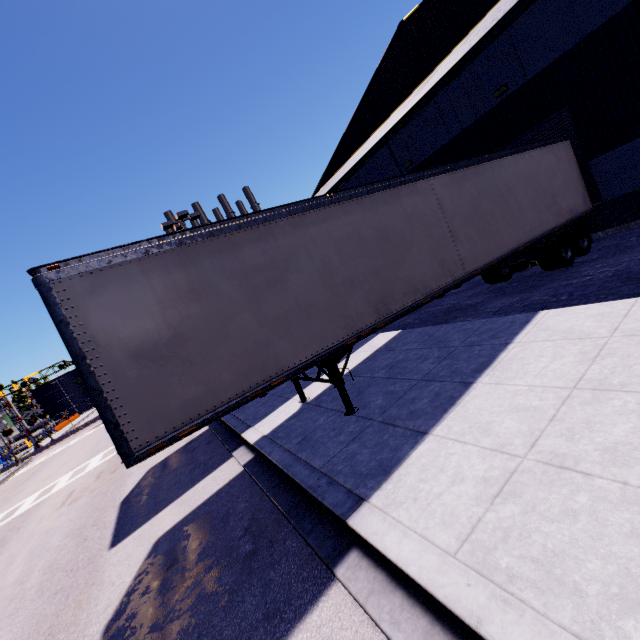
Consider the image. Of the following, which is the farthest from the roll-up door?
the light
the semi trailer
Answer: the light

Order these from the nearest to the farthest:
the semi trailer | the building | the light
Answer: the semi trailer
the building
the light

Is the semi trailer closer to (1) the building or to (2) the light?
(1) the building

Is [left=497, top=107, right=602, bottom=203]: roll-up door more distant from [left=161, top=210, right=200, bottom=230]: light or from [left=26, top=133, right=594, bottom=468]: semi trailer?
[left=161, top=210, right=200, bottom=230]: light

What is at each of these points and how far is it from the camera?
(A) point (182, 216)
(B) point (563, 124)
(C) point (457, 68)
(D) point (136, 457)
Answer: (A) light, 19.4 meters
(B) roll-up door, 11.3 meters
(C) building, 7.4 meters
(D) semi trailer, 4.3 meters

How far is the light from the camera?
19.2 meters

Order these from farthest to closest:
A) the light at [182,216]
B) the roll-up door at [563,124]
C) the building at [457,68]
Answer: the light at [182,216] → the roll-up door at [563,124] → the building at [457,68]

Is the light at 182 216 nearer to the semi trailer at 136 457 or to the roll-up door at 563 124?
the semi trailer at 136 457
